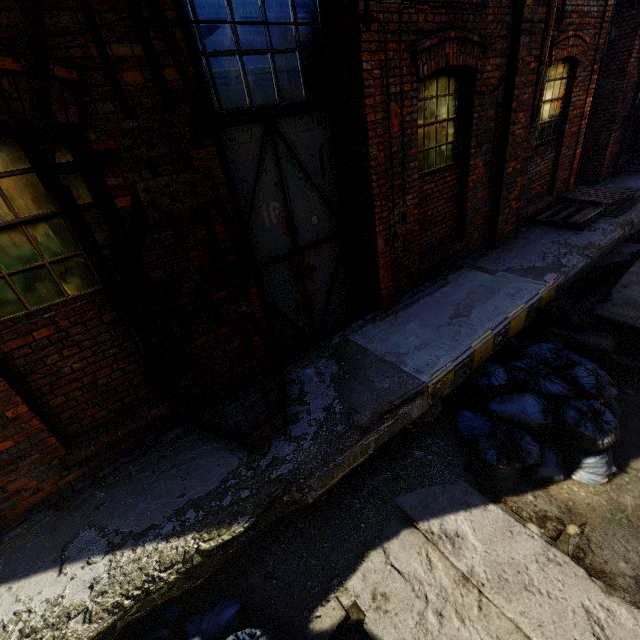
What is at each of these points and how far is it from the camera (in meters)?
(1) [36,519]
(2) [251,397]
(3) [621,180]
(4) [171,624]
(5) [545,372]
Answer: (1) building, 2.85
(2) building, 3.72
(3) building, 8.76
(4) trash bag, 2.59
(5) trash bag, 4.00

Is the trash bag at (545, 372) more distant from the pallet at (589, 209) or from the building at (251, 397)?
the pallet at (589, 209)

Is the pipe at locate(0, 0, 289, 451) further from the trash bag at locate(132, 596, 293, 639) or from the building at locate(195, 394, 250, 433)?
the trash bag at locate(132, 596, 293, 639)

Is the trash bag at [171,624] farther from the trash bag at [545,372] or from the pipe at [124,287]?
the trash bag at [545,372]

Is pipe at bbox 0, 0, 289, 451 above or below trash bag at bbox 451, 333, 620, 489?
above

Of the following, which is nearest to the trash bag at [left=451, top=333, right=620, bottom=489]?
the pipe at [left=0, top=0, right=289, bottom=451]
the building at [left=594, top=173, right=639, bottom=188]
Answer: the building at [left=594, top=173, right=639, bottom=188]

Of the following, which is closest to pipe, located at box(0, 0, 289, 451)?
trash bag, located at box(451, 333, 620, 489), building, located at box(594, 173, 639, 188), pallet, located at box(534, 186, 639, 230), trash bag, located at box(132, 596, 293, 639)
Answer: building, located at box(594, 173, 639, 188)

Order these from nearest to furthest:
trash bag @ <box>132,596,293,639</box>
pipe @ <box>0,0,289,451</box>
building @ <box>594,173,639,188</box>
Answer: pipe @ <box>0,0,289,451</box>, trash bag @ <box>132,596,293,639</box>, building @ <box>594,173,639,188</box>
